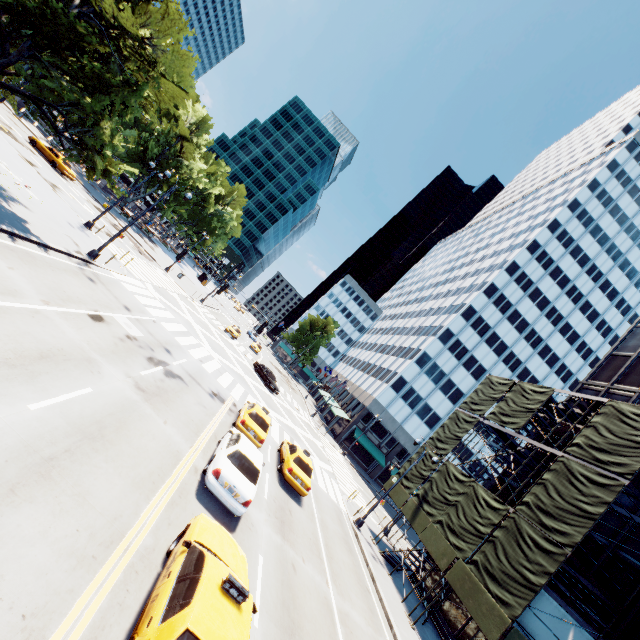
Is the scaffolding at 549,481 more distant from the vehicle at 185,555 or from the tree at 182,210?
the tree at 182,210

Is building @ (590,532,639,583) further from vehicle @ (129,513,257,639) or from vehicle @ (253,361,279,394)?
vehicle @ (253,361,279,394)

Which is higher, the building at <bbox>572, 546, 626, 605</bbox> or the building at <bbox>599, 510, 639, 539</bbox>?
the building at <bbox>599, 510, 639, 539</bbox>

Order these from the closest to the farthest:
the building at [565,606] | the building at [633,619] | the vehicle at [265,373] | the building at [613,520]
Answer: the building at [633,619], the building at [565,606], the building at [613,520], the vehicle at [265,373]

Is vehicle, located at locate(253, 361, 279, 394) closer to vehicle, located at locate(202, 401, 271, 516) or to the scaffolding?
the scaffolding

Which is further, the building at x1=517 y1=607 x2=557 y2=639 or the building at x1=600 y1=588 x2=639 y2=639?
the building at x1=517 y1=607 x2=557 y2=639

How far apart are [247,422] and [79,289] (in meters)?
10.19
